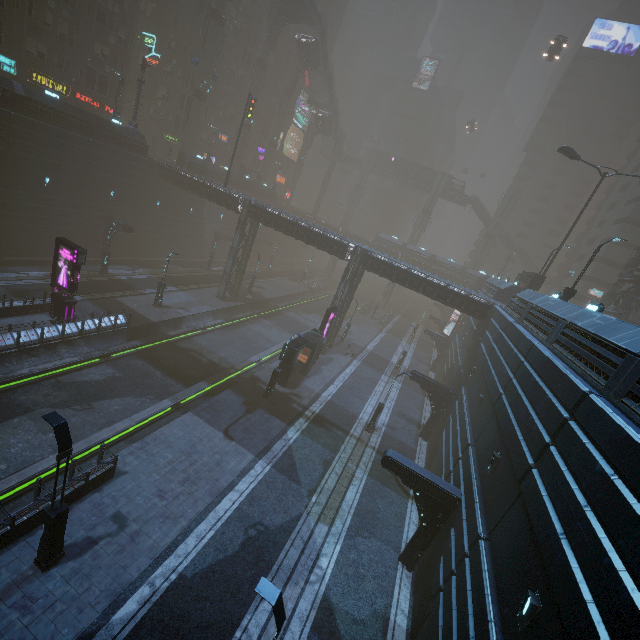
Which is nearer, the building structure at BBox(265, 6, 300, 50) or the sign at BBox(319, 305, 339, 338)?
the sign at BBox(319, 305, 339, 338)

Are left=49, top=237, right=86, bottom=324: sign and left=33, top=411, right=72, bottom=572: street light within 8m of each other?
no

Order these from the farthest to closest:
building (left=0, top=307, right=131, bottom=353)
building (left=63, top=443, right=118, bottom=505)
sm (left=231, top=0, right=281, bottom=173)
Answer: sm (left=231, top=0, right=281, bottom=173) → building (left=0, top=307, right=131, bottom=353) → building (left=63, top=443, right=118, bottom=505)

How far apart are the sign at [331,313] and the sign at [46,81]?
38.6 meters

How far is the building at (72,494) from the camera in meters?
12.5 m

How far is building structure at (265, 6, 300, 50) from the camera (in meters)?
47.02

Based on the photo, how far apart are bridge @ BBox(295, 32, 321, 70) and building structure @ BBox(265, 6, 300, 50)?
3.6 meters

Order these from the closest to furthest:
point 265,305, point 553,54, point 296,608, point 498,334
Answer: point 296,608 → point 498,334 → point 265,305 → point 553,54
